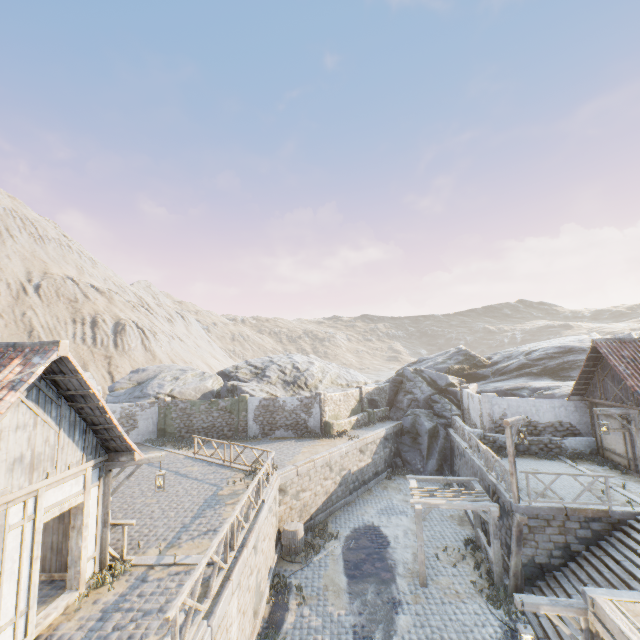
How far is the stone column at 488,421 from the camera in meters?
18.8 m

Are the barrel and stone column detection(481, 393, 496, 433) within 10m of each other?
no

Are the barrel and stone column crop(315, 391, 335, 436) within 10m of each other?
yes

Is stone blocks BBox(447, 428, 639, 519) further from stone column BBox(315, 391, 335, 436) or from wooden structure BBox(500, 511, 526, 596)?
stone column BBox(315, 391, 335, 436)

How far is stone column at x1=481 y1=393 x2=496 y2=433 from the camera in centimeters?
1883cm

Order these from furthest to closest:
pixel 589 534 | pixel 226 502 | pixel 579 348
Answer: pixel 579 348, pixel 226 502, pixel 589 534

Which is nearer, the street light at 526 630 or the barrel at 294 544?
the street light at 526 630

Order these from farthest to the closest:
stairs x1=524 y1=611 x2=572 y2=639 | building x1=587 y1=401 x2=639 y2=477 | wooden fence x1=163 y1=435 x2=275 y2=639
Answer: building x1=587 y1=401 x2=639 y2=477 < stairs x1=524 y1=611 x2=572 y2=639 < wooden fence x1=163 y1=435 x2=275 y2=639
